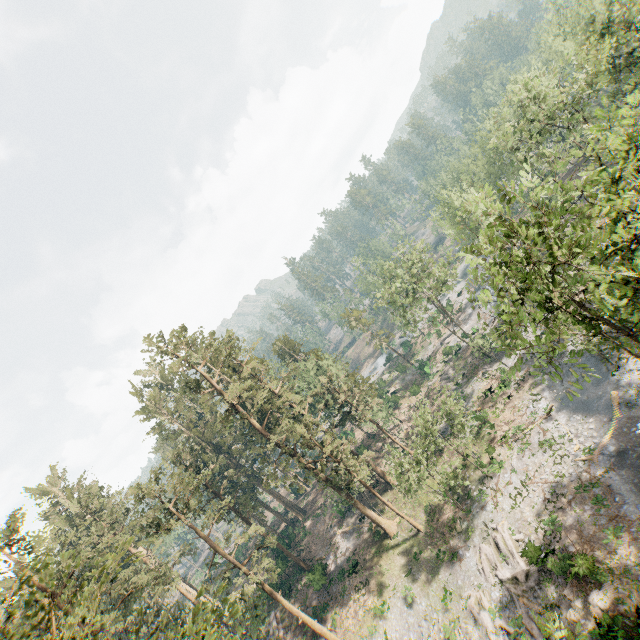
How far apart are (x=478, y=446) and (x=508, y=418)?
4.5 meters

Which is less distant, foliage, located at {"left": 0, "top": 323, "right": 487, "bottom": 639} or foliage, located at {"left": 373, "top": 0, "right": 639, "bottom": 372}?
foliage, located at {"left": 0, "top": 323, "right": 487, "bottom": 639}

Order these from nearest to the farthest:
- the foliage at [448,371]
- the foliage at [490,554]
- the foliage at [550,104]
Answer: the foliage at [550,104] → the foliage at [490,554] → the foliage at [448,371]

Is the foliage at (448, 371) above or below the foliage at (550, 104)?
below

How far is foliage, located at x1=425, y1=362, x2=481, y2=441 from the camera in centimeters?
2972cm
